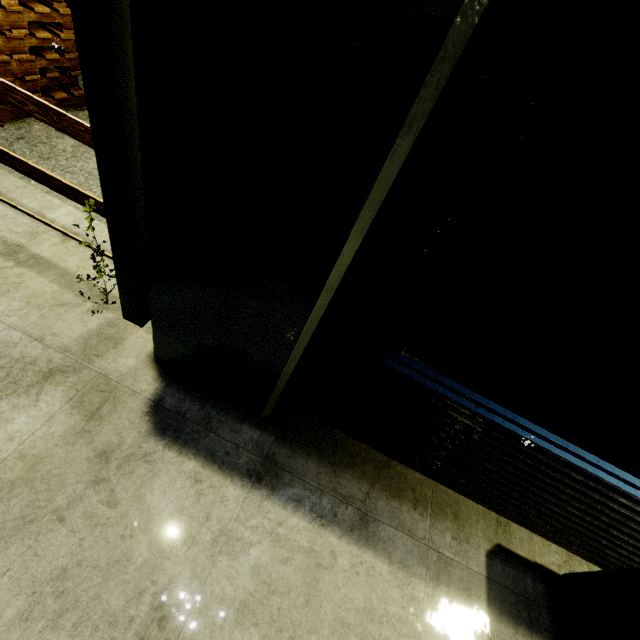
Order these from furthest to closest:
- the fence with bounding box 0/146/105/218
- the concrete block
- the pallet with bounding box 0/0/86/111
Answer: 1. the pallet with bounding box 0/0/86/111
2. the fence with bounding box 0/146/105/218
3. the concrete block

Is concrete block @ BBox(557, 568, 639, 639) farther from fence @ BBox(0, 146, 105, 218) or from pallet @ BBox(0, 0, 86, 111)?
pallet @ BBox(0, 0, 86, 111)

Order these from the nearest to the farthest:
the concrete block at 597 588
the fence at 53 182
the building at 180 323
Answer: the building at 180 323 → the concrete block at 597 588 → the fence at 53 182

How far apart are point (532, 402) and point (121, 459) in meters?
2.5 m

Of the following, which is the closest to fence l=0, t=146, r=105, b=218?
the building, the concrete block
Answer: the building

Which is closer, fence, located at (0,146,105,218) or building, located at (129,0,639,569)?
building, located at (129,0,639,569)

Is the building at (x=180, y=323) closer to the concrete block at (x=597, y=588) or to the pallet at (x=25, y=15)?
the concrete block at (x=597, y=588)

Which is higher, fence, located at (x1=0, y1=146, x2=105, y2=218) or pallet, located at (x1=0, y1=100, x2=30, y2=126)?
fence, located at (x1=0, y1=146, x2=105, y2=218)
